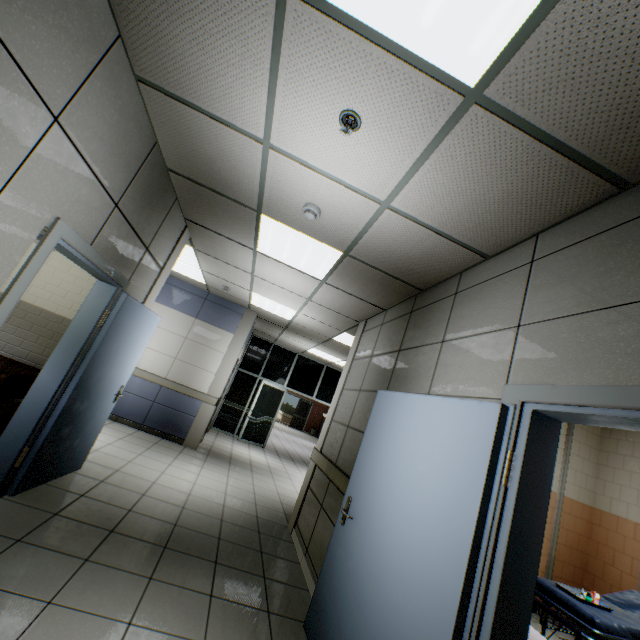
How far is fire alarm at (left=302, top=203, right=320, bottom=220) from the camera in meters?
2.8

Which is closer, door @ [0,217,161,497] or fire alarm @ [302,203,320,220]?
door @ [0,217,161,497]

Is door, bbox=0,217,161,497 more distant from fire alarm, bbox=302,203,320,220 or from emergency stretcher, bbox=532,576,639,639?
emergency stretcher, bbox=532,576,639,639

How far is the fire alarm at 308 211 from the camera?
2.84m

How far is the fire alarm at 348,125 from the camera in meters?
1.9

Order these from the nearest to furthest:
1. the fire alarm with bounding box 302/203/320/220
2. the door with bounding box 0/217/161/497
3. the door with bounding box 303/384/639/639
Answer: the door with bounding box 303/384/639/639 → the door with bounding box 0/217/161/497 → the fire alarm with bounding box 302/203/320/220

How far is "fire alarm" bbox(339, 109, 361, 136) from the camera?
1.9m

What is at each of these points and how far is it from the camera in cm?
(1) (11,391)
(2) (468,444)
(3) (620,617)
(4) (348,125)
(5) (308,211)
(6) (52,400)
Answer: (1) sofa, 295
(2) door, 188
(3) emergency stretcher, 341
(4) fire alarm, 192
(5) fire alarm, 285
(6) door, 297
